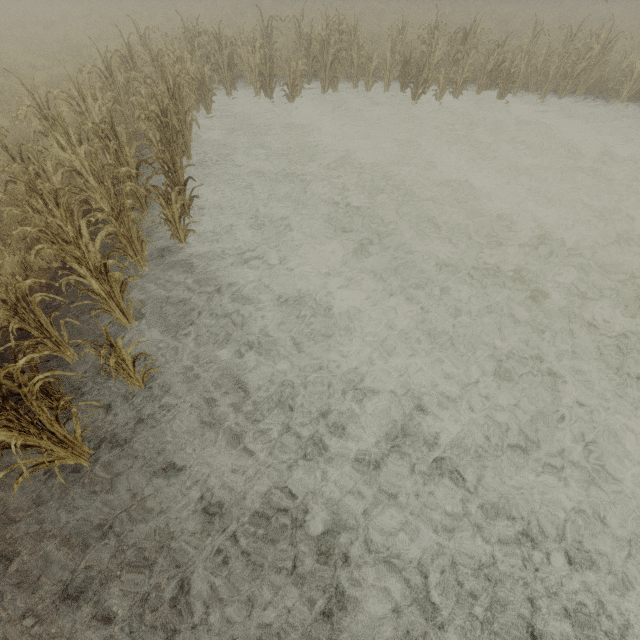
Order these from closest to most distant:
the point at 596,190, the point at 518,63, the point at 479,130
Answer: the point at 596,190 → the point at 479,130 → the point at 518,63
